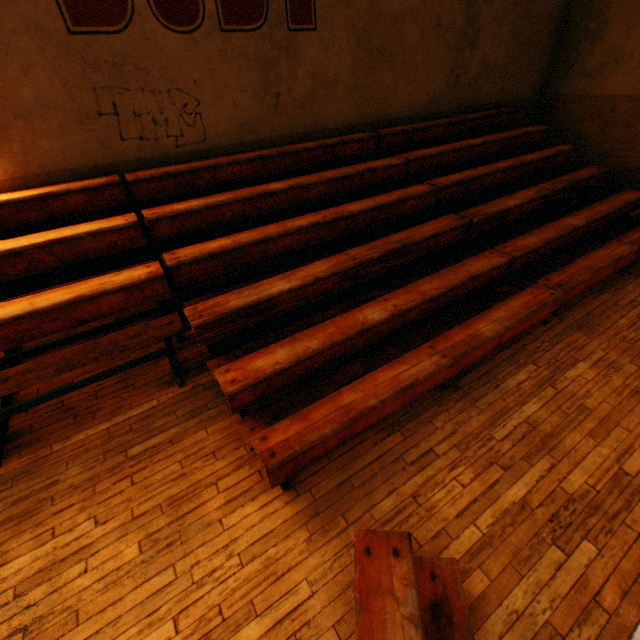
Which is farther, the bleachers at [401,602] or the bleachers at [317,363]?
the bleachers at [317,363]

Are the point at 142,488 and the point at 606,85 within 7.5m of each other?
no

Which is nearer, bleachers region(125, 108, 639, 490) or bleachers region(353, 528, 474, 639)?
bleachers region(353, 528, 474, 639)
